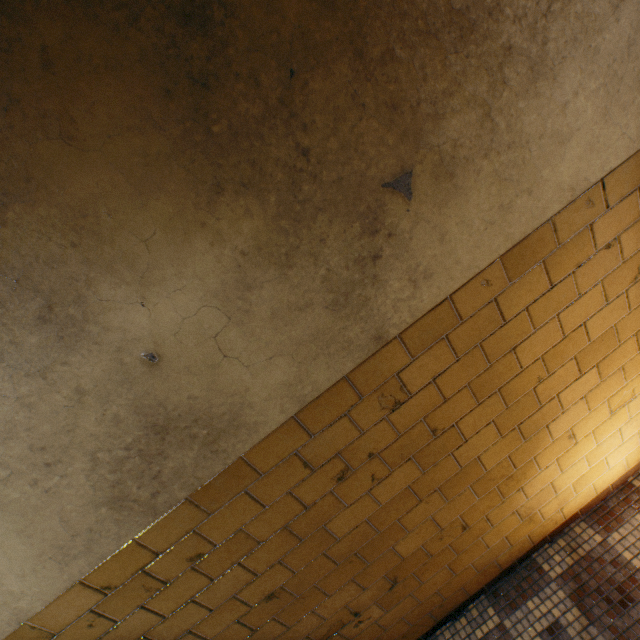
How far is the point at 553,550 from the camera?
2.05m
